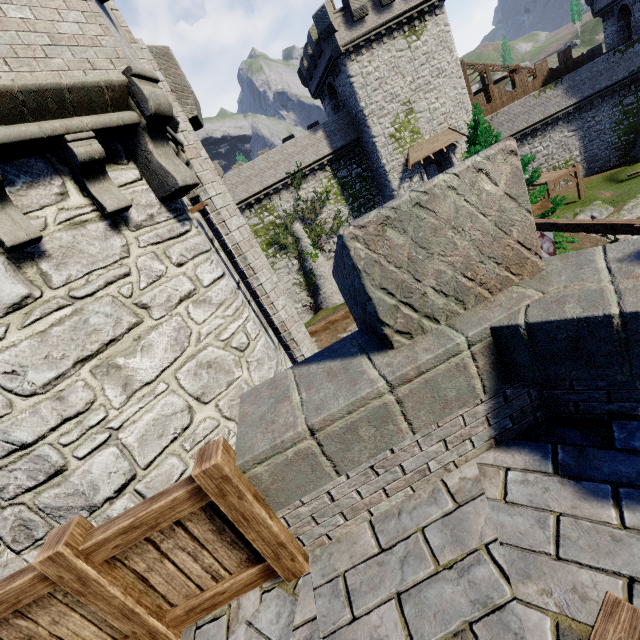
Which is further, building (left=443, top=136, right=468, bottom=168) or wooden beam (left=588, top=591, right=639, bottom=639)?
building (left=443, top=136, right=468, bottom=168)

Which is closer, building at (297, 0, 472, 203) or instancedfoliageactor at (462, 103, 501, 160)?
instancedfoliageactor at (462, 103, 501, 160)

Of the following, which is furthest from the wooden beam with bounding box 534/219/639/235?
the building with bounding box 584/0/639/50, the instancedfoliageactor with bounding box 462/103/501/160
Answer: the building with bounding box 584/0/639/50

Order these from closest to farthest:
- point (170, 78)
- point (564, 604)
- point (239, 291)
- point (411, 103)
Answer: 1. point (564, 604)
2. point (239, 291)
3. point (170, 78)
4. point (411, 103)

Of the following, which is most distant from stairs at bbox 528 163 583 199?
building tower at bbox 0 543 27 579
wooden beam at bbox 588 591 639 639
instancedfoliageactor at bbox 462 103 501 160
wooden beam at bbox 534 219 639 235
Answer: wooden beam at bbox 588 591 639 639

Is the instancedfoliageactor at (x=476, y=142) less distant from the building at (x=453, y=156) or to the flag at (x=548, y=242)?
the flag at (x=548, y=242)

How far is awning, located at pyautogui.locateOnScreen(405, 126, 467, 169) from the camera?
29.2 meters

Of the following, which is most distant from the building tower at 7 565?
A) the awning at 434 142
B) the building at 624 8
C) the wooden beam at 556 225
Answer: the building at 624 8
